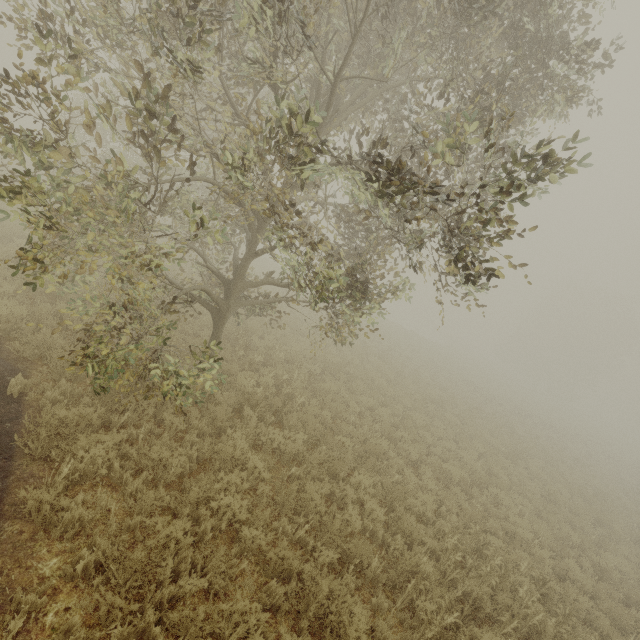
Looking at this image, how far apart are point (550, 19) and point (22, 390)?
10.60m
